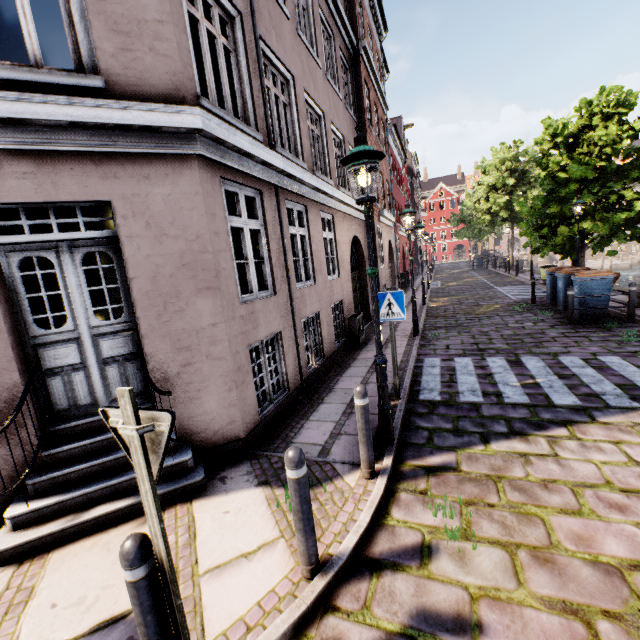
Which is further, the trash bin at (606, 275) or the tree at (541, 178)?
the tree at (541, 178)

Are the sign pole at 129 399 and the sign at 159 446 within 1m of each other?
yes

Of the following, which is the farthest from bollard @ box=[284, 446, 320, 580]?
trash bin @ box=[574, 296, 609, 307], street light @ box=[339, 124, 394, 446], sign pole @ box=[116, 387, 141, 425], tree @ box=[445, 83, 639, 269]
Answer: trash bin @ box=[574, 296, 609, 307]

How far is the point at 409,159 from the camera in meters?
37.2

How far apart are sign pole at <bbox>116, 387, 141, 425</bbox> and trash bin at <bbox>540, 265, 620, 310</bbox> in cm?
1284

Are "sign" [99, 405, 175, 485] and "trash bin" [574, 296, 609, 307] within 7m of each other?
no

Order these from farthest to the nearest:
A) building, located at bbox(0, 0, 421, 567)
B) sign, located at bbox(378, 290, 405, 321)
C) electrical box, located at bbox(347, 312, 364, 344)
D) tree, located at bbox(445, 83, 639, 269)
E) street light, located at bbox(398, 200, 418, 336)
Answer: tree, located at bbox(445, 83, 639, 269) → electrical box, located at bbox(347, 312, 364, 344) → street light, located at bbox(398, 200, 418, 336) → sign, located at bbox(378, 290, 405, 321) → building, located at bbox(0, 0, 421, 567)

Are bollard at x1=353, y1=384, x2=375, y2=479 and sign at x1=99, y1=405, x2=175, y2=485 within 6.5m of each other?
yes
